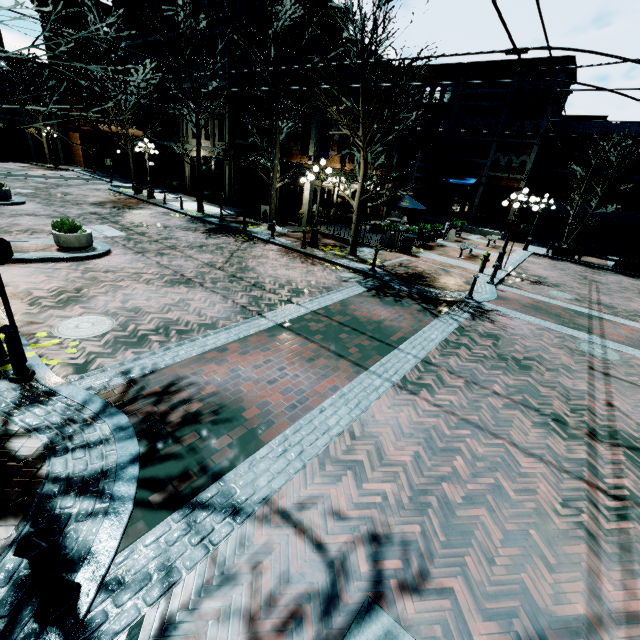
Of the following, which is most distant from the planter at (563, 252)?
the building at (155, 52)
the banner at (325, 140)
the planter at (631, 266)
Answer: the banner at (325, 140)

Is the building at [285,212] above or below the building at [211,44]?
below

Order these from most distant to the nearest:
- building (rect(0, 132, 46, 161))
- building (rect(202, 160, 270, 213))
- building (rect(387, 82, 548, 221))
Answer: building (rect(0, 132, 46, 161)) → building (rect(387, 82, 548, 221)) → building (rect(202, 160, 270, 213))

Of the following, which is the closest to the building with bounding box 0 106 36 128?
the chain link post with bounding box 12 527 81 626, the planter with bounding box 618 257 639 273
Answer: the chain link post with bounding box 12 527 81 626

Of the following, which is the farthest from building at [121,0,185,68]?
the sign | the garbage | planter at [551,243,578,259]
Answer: planter at [551,243,578,259]

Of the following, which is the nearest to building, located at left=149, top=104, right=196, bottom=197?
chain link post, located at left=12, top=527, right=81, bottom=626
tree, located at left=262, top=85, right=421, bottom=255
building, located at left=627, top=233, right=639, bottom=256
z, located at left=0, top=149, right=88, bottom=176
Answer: z, located at left=0, top=149, right=88, bottom=176

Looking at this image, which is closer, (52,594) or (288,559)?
(52,594)

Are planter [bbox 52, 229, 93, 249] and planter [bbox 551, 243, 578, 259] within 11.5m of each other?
no
